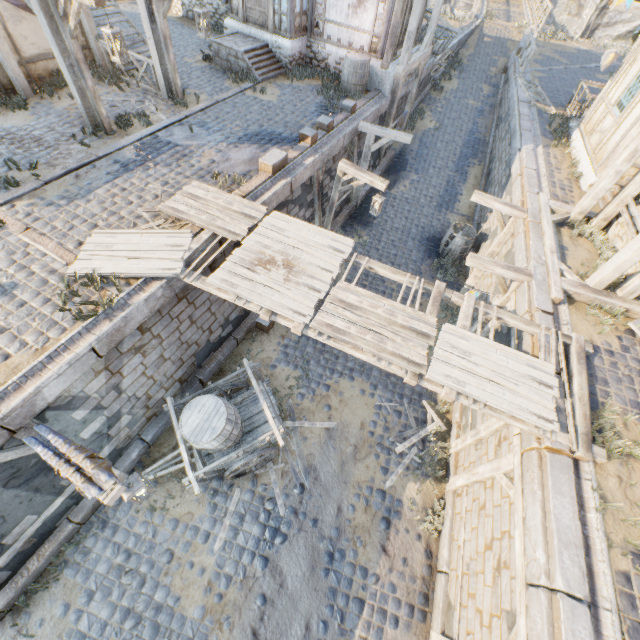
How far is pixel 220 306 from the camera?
8.0m

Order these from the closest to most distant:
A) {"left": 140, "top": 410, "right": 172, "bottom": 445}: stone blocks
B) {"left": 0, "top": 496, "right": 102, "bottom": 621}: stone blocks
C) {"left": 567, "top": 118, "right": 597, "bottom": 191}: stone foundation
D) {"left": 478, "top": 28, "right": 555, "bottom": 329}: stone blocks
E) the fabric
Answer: the fabric → {"left": 0, "top": 496, "right": 102, "bottom": 621}: stone blocks → {"left": 478, "top": 28, "right": 555, "bottom": 329}: stone blocks → {"left": 140, "top": 410, "right": 172, "bottom": 445}: stone blocks → {"left": 567, "top": 118, "right": 597, "bottom": 191}: stone foundation

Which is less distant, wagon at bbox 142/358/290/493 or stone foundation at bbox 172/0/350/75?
wagon at bbox 142/358/290/493

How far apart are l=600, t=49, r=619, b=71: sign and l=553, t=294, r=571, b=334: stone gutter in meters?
9.0 m

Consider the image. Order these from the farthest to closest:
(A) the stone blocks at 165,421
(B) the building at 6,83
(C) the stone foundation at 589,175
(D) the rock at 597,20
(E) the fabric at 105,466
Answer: (D) the rock at 597,20, (C) the stone foundation at 589,175, (B) the building at 6,83, (A) the stone blocks at 165,421, (E) the fabric at 105,466

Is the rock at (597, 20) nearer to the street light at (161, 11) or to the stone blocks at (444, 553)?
the stone blocks at (444, 553)

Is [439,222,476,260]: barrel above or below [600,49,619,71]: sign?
below

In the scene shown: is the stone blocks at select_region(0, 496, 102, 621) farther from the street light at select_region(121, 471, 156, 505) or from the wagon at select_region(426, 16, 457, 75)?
the wagon at select_region(426, 16, 457, 75)
